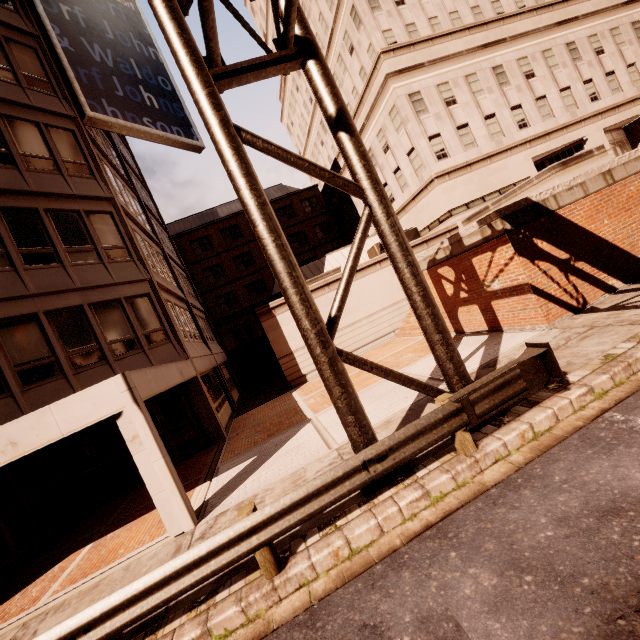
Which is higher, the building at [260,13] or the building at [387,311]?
the building at [260,13]

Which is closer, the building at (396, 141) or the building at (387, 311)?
the building at (387, 311)

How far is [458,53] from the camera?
21.7m

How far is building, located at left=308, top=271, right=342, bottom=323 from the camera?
18.70m

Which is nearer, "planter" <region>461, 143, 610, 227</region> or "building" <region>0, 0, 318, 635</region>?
"building" <region>0, 0, 318, 635</region>

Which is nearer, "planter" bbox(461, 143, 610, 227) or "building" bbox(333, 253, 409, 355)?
"planter" bbox(461, 143, 610, 227)

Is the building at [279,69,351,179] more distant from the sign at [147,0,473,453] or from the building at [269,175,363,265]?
the sign at [147,0,473,453]
